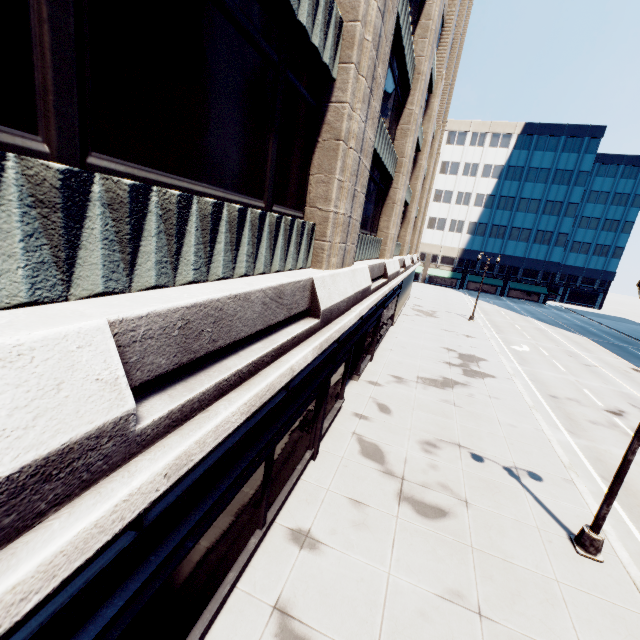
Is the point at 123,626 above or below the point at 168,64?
below

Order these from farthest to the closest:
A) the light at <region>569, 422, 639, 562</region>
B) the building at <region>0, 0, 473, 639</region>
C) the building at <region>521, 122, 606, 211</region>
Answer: the building at <region>521, 122, 606, 211</region>, the light at <region>569, 422, 639, 562</region>, the building at <region>0, 0, 473, 639</region>

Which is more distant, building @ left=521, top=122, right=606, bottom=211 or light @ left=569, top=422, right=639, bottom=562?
building @ left=521, top=122, right=606, bottom=211

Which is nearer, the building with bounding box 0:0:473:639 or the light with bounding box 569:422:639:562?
the building with bounding box 0:0:473:639

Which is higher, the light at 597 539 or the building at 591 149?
the building at 591 149

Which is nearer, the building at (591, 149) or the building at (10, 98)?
the building at (10, 98)

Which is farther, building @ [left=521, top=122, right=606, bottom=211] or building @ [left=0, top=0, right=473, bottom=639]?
building @ [left=521, top=122, right=606, bottom=211]

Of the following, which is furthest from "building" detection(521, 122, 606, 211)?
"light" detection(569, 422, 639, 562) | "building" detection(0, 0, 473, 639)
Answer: "light" detection(569, 422, 639, 562)
